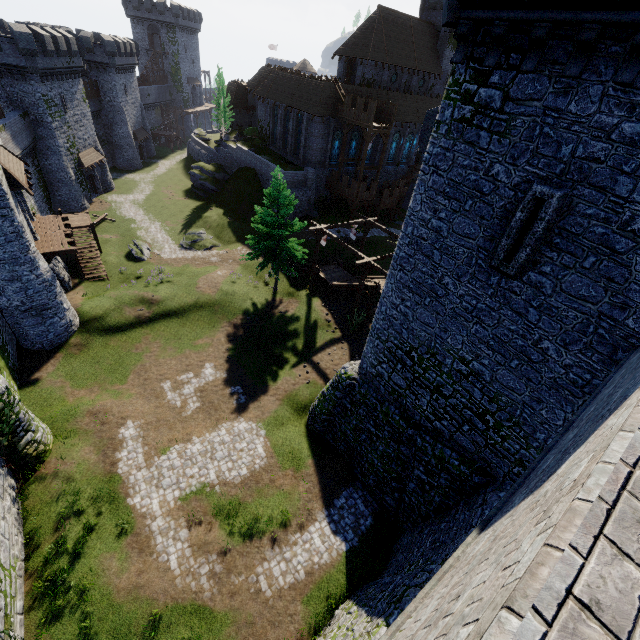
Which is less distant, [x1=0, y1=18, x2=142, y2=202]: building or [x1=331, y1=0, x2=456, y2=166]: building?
[x1=0, y1=18, x2=142, y2=202]: building

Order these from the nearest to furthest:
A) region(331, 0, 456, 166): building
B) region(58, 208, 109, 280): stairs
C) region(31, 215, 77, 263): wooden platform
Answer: region(31, 215, 77, 263): wooden platform
region(58, 208, 109, 280): stairs
region(331, 0, 456, 166): building

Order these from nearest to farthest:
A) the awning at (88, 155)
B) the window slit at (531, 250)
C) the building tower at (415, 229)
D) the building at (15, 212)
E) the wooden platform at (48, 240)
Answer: the building tower at (415, 229) → the window slit at (531, 250) → the building at (15, 212) → the wooden platform at (48, 240) → the awning at (88, 155)

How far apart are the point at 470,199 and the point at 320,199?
36.3 meters

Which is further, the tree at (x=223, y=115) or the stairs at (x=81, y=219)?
the tree at (x=223, y=115)

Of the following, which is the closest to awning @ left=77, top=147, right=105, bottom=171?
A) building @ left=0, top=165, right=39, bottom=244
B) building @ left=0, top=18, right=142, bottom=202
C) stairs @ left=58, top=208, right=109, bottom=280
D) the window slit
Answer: building @ left=0, top=18, right=142, bottom=202

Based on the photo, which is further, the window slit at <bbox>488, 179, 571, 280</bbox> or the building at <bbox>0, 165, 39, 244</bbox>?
the building at <bbox>0, 165, 39, 244</bbox>

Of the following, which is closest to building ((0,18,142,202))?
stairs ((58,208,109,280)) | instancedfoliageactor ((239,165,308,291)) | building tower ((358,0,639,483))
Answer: stairs ((58,208,109,280))
